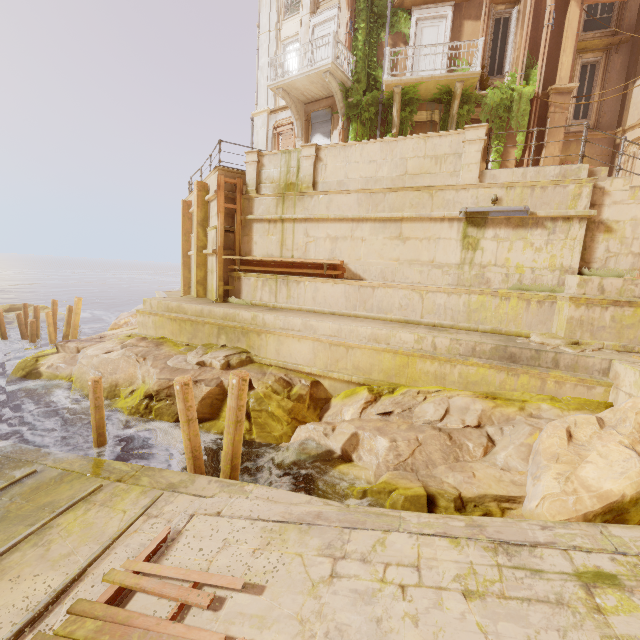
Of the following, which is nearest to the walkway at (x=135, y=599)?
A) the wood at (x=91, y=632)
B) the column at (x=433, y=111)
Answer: → the wood at (x=91, y=632)

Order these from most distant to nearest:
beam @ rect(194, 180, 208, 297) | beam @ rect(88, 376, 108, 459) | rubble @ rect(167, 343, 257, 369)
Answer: beam @ rect(194, 180, 208, 297), rubble @ rect(167, 343, 257, 369), beam @ rect(88, 376, 108, 459)

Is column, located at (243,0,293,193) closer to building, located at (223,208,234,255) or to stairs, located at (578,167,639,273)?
building, located at (223,208,234,255)

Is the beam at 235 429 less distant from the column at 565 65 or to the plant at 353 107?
the plant at 353 107

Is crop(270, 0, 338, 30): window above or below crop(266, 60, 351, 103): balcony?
above

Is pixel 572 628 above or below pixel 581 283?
below

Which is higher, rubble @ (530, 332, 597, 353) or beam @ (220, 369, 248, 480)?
rubble @ (530, 332, 597, 353)

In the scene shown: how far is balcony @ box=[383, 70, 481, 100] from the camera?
12.0 meters
